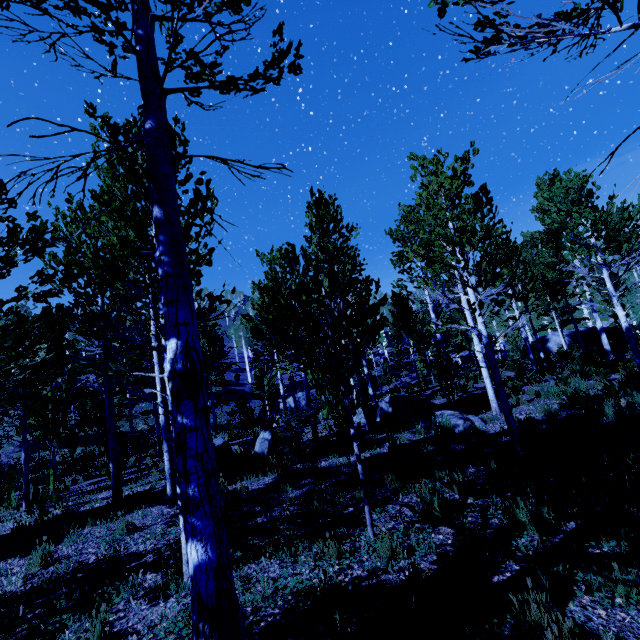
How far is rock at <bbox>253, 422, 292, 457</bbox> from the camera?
9.4 meters

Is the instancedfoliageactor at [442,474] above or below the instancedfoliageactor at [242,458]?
below

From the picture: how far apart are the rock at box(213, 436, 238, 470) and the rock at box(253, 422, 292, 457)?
0.5m

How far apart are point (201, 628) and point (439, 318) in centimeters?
4025cm

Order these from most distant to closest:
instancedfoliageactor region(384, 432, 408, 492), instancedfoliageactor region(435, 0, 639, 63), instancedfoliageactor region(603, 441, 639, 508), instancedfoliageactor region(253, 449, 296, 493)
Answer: instancedfoliageactor region(253, 449, 296, 493), instancedfoliageactor region(384, 432, 408, 492), instancedfoliageactor region(603, 441, 639, 508), instancedfoliageactor region(435, 0, 639, 63)

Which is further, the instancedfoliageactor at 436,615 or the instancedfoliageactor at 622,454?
the instancedfoliageactor at 622,454

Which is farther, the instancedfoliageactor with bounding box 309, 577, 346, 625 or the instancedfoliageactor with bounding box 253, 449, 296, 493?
the instancedfoliageactor with bounding box 253, 449, 296, 493
